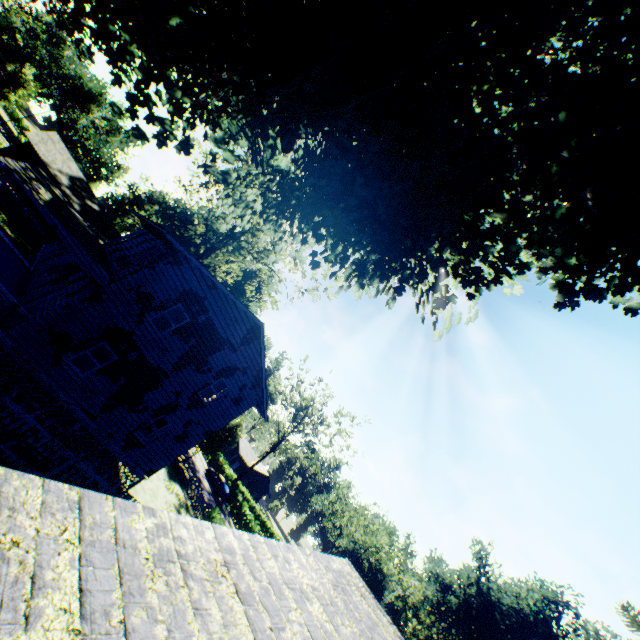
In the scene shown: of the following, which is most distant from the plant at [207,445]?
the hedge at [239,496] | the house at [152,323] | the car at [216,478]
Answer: the hedge at [239,496]

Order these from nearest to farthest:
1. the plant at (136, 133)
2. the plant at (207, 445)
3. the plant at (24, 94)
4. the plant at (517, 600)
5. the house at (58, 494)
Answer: the house at (58, 494), the plant at (136, 133), the plant at (207, 445), the plant at (24, 94), the plant at (517, 600)

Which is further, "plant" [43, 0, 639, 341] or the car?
the car

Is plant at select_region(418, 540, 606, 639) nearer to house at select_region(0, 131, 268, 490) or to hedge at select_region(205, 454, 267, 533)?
house at select_region(0, 131, 268, 490)

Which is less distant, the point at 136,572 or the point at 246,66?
the point at 136,572

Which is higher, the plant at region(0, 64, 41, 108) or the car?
the plant at region(0, 64, 41, 108)

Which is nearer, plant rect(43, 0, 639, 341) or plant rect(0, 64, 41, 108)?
plant rect(43, 0, 639, 341)

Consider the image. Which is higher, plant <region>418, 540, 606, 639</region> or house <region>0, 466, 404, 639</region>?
plant <region>418, 540, 606, 639</region>
